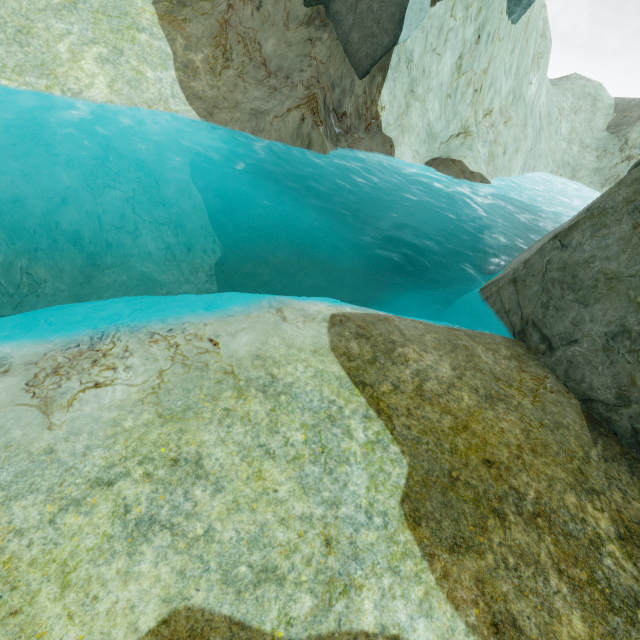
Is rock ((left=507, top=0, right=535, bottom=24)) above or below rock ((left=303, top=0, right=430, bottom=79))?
above

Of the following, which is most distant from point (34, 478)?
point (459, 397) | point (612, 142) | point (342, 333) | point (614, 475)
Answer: point (612, 142)

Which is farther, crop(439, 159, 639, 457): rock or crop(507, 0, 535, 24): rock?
crop(507, 0, 535, 24): rock

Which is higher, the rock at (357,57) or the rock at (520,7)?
the rock at (520,7)

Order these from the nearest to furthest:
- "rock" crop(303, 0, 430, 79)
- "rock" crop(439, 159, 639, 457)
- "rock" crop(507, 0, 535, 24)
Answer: "rock" crop(439, 159, 639, 457) < "rock" crop(303, 0, 430, 79) < "rock" crop(507, 0, 535, 24)
